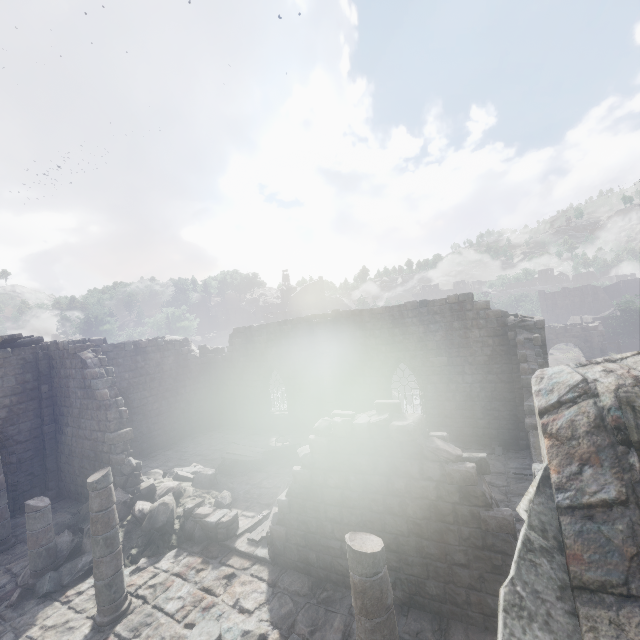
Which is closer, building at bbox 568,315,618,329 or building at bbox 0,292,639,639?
building at bbox 0,292,639,639

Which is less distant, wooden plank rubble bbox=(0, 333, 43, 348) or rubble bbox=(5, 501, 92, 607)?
rubble bbox=(5, 501, 92, 607)

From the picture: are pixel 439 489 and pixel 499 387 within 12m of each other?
yes

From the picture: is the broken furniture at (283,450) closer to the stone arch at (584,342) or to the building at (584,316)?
the building at (584,316)

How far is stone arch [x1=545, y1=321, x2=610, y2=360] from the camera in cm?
3575

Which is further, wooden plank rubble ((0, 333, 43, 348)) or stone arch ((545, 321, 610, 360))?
stone arch ((545, 321, 610, 360))

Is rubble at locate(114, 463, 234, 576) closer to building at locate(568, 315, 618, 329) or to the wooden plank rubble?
building at locate(568, 315, 618, 329)

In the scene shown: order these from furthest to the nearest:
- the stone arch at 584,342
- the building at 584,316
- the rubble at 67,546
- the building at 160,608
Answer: the building at 584,316, the stone arch at 584,342, the rubble at 67,546, the building at 160,608
